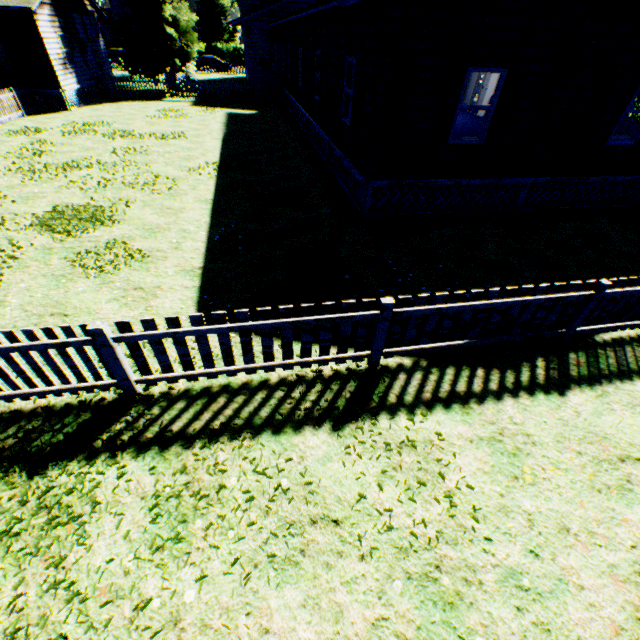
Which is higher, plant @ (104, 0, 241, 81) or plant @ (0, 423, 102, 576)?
plant @ (104, 0, 241, 81)

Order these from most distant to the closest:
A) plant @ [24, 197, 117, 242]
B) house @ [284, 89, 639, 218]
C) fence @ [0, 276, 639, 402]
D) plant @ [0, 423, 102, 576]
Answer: house @ [284, 89, 639, 218] < plant @ [24, 197, 117, 242] < fence @ [0, 276, 639, 402] < plant @ [0, 423, 102, 576]

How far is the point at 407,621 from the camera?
2.9m

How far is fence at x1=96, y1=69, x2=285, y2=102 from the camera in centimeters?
2309cm

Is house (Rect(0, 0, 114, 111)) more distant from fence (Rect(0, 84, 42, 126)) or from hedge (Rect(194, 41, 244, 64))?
hedge (Rect(194, 41, 244, 64))

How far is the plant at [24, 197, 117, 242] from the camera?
7.9 meters

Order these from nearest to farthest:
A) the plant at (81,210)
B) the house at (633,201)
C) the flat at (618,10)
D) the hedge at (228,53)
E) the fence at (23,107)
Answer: the flat at (618,10) < the plant at (81,210) < the house at (633,201) < the fence at (23,107) < the hedge at (228,53)

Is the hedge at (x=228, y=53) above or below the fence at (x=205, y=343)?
above
